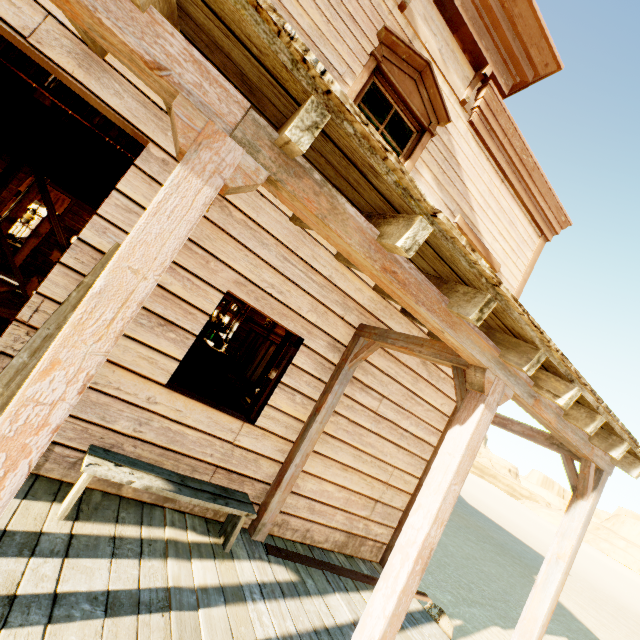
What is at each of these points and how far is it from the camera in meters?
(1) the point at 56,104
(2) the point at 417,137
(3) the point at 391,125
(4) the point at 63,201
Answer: (1) curtain, 2.7
(2) widow, 4.3
(3) curtain, 4.3
(4) curtain, 10.9

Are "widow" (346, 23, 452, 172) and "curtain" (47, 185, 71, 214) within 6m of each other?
no

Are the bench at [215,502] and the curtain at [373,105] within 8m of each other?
yes

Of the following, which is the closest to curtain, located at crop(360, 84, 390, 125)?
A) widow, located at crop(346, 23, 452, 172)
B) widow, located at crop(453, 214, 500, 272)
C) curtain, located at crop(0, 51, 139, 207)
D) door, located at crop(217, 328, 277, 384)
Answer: widow, located at crop(346, 23, 452, 172)

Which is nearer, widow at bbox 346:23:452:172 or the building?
the building

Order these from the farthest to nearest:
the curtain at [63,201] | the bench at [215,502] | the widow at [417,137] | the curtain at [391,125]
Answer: the curtain at [63,201] → the curtain at [391,125] → the widow at [417,137] → the bench at [215,502]

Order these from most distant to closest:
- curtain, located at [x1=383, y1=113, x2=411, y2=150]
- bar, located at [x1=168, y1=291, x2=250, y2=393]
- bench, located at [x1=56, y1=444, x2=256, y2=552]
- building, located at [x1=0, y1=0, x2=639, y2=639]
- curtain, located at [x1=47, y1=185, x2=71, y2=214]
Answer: curtain, located at [x1=47, y1=185, x2=71, y2=214] → bar, located at [x1=168, y1=291, x2=250, y2=393] → curtain, located at [x1=383, y1=113, x2=411, y2=150] → bench, located at [x1=56, y1=444, x2=256, y2=552] → building, located at [x1=0, y1=0, x2=639, y2=639]

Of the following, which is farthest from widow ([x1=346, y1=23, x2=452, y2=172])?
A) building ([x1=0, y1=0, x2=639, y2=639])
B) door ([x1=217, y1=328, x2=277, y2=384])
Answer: door ([x1=217, y1=328, x2=277, y2=384])
